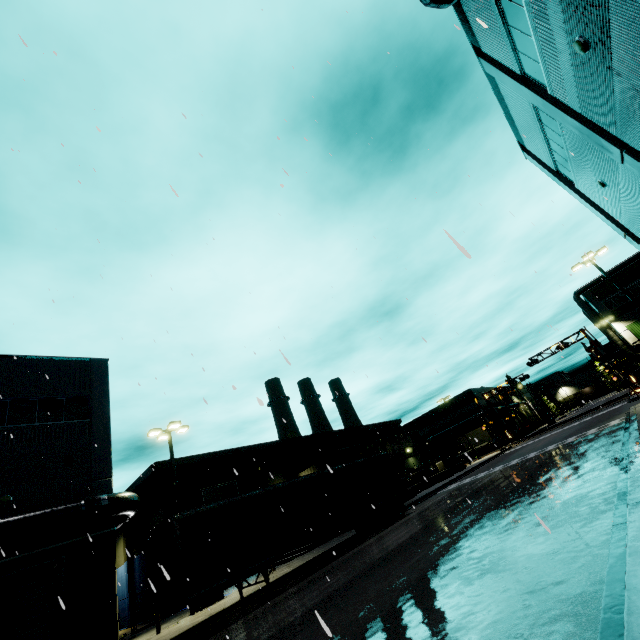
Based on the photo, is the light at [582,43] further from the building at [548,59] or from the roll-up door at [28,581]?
the roll-up door at [28,581]

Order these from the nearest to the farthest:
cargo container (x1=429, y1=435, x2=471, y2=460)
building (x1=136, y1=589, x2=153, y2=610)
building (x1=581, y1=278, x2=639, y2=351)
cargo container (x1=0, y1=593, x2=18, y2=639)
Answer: cargo container (x1=0, y1=593, x2=18, y2=639) → building (x1=136, y1=589, x2=153, y2=610) → building (x1=581, y1=278, x2=639, y2=351) → cargo container (x1=429, y1=435, x2=471, y2=460)

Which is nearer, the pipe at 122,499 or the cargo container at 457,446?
the pipe at 122,499

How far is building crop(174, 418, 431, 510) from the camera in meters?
30.0

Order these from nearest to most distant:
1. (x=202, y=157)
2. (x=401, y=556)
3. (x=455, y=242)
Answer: (x=455, y=242) < (x=202, y=157) < (x=401, y=556)

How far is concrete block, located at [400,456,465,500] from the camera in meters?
30.3

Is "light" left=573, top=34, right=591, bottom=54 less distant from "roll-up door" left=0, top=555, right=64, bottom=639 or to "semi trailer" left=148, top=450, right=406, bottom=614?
"roll-up door" left=0, top=555, right=64, bottom=639
